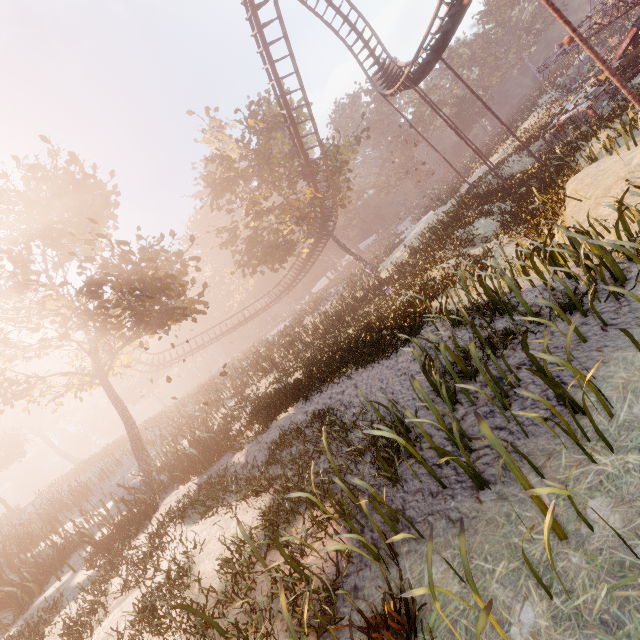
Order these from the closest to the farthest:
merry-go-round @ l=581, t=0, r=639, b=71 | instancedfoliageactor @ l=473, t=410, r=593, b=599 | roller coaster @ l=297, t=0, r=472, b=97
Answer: instancedfoliageactor @ l=473, t=410, r=593, b=599 → roller coaster @ l=297, t=0, r=472, b=97 → merry-go-round @ l=581, t=0, r=639, b=71

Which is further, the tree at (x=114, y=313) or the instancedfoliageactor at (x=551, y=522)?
the tree at (x=114, y=313)

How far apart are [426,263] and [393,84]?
16.69m

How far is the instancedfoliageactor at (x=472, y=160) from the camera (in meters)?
36.31

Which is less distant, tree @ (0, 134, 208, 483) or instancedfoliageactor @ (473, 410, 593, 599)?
instancedfoliageactor @ (473, 410, 593, 599)

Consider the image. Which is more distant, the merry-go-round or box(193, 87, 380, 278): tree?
box(193, 87, 380, 278): tree

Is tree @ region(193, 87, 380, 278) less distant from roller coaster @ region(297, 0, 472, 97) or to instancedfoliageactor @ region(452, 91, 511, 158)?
roller coaster @ region(297, 0, 472, 97)

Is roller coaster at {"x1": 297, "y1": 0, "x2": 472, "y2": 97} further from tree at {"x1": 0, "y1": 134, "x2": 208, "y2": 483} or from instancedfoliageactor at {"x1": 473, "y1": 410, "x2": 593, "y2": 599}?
instancedfoliageactor at {"x1": 473, "y1": 410, "x2": 593, "y2": 599}
